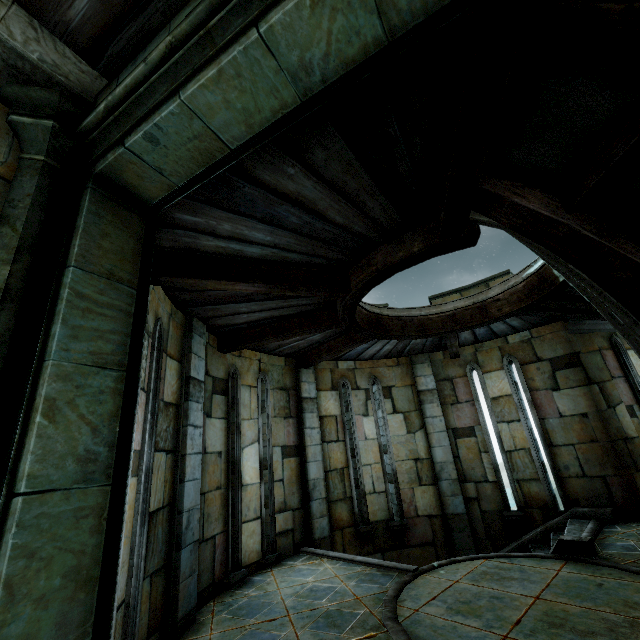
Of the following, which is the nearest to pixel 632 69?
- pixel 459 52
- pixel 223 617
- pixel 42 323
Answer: pixel 459 52
